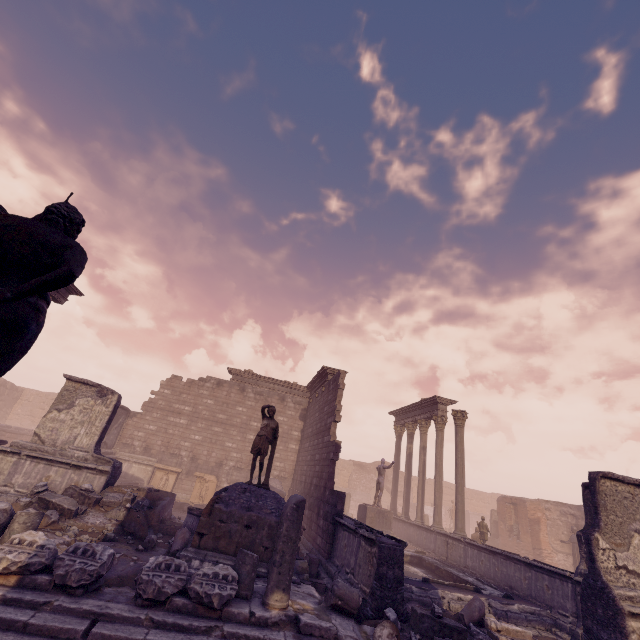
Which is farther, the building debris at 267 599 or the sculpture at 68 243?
the building debris at 267 599

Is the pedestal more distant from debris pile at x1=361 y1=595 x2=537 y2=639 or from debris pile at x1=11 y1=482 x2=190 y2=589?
debris pile at x1=11 y1=482 x2=190 y2=589

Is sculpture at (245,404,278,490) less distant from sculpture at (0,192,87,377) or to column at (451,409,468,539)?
sculpture at (0,192,87,377)

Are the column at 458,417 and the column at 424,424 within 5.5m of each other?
yes

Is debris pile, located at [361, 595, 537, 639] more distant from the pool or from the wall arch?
the wall arch

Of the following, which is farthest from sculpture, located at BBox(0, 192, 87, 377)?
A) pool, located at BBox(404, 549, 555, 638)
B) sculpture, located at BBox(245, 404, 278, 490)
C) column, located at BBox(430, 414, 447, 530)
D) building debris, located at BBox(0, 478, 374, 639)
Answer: column, located at BBox(430, 414, 447, 530)

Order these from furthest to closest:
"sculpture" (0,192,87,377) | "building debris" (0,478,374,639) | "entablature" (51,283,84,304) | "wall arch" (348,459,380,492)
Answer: "wall arch" (348,459,380,492), "entablature" (51,283,84,304), "building debris" (0,478,374,639), "sculpture" (0,192,87,377)

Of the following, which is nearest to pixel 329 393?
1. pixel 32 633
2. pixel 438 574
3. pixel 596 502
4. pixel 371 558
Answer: pixel 438 574
